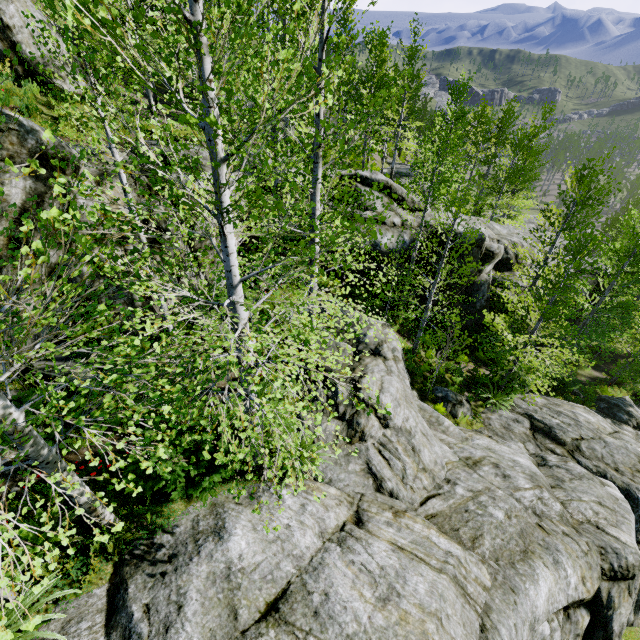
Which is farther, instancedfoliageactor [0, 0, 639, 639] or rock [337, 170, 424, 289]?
rock [337, 170, 424, 289]

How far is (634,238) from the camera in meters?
17.2

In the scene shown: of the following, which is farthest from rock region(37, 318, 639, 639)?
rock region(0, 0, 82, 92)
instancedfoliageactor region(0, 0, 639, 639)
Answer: rock region(0, 0, 82, 92)

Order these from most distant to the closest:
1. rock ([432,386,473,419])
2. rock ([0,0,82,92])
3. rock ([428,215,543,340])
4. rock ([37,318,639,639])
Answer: rock ([428,215,543,340])
rock ([432,386,473,419])
rock ([0,0,82,92])
rock ([37,318,639,639])

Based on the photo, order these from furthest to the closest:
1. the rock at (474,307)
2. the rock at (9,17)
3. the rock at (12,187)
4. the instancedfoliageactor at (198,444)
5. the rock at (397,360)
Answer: the rock at (474,307) < the rock at (9,17) < the rock at (12,187) < the rock at (397,360) < the instancedfoliageactor at (198,444)

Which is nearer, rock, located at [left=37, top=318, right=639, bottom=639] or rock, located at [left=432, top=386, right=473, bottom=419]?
rock, located at [left=37, top=318, right=639, bottom=639]

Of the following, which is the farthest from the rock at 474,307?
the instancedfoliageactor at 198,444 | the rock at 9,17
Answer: the rock at 9,17

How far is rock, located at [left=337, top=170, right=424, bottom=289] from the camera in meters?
15.9
